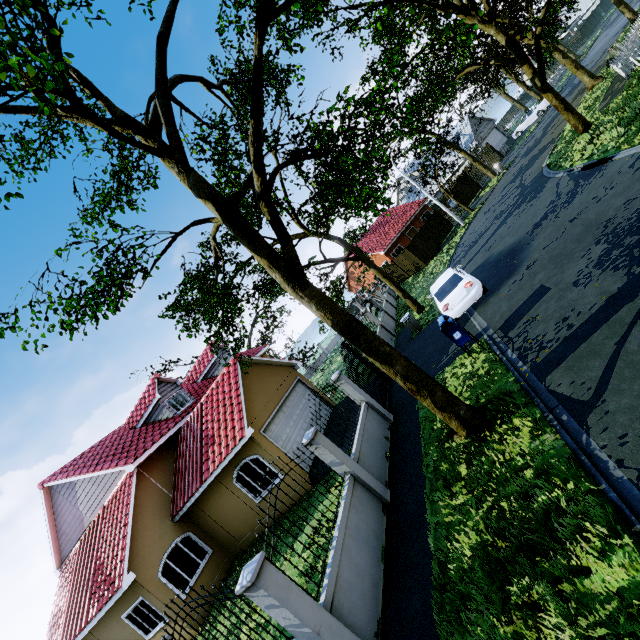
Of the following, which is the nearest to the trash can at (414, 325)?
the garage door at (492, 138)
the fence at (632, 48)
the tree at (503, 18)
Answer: the tree at (503, 18)

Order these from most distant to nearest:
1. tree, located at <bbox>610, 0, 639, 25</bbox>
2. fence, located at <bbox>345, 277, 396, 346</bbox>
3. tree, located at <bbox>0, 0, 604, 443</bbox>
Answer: tree, located at <bbox>610, 0, 639, 25</bbox> → fence, located at <bbox>345, 277, 396, 346</bbox> → tree, located at <bbox>0, 0, 604, 443</bbox>

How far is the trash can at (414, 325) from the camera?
15.62m

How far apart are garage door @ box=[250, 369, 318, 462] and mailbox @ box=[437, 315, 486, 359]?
7.8 meters

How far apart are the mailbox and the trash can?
5.9m

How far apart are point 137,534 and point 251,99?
15.8m

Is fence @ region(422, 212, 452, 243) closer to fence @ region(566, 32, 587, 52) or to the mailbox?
fence @ region(566, 32, 587, 52)

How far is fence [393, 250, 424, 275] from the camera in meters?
29.0
